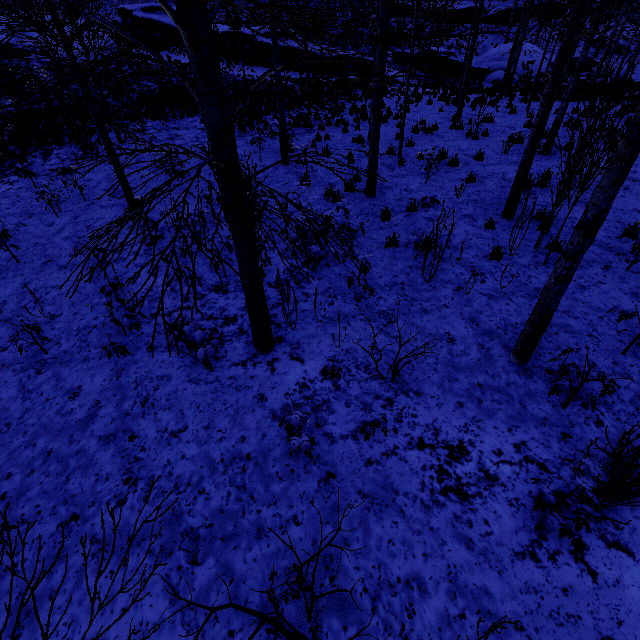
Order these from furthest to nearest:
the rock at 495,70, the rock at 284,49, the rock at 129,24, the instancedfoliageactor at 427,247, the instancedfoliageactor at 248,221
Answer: the rock at 495,70, the rock at 129,24, the rock at 284,49, the instancedfoliageactor at 427,247, the instancedfoliageactor at 248,221

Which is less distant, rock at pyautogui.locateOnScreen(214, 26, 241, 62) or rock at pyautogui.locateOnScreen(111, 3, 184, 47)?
rock at pyautogui.locateOnScreen(214, 26, 241, 62)

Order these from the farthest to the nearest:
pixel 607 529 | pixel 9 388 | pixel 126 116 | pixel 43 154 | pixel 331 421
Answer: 1. pixel 126 116
2. pixel 43 154
3. pixel 9 388
4. pixel 331 421
5. pixel 607 529

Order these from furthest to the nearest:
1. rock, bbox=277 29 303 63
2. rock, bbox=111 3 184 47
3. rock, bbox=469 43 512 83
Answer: rock, bbox=469 43 512 83 < rock, bbox=111 3 184 47 < rock, bbox=277 29 303 63

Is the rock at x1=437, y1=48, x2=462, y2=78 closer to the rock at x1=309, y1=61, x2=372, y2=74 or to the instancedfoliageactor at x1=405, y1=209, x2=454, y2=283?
the rock at x1=309, y1=61, x2=372, y2=74

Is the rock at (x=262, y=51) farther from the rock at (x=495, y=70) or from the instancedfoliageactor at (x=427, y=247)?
the instancedfoliageactor at (x=427, y=247)

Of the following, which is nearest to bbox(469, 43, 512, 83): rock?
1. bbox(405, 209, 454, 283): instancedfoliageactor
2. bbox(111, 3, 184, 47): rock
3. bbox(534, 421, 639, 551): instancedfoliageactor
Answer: bbox(111, 3, 184, 47): rock

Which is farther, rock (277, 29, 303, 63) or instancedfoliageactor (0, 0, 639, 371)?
rock (277, 29, 303, 63)
